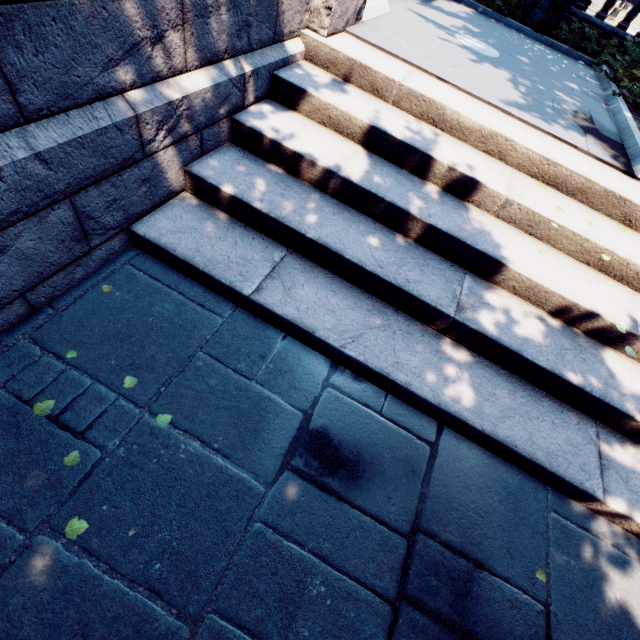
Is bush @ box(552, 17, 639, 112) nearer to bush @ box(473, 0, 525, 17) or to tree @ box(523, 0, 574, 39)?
tree @ box(523, 0, 574, 39)

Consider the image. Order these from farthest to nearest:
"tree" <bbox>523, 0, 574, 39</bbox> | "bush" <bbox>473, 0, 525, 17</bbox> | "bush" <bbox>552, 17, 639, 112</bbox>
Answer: "bush" <bbox>473, 0, 525, 17</bbox> < "tree" <bbox>523, 0, 574, 39</bbox> < "bush" <bbox>552, 17, 639, 112</bbox>

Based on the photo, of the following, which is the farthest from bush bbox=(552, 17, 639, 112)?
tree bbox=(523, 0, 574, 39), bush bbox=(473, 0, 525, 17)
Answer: bush bbox=(473, 0, 525, 17)

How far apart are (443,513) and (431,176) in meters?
4.0 m

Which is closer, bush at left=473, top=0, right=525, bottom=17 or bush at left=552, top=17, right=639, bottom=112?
bush at left=552, top=17, right=639, bottom=112

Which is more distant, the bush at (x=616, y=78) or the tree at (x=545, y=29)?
the tree at (x=545, y=29)

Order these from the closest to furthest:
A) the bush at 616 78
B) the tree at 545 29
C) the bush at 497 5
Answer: the bush at 616 78, the tree at 545 29, the bush at 497 5

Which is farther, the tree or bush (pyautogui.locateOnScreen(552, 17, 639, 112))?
the tree
